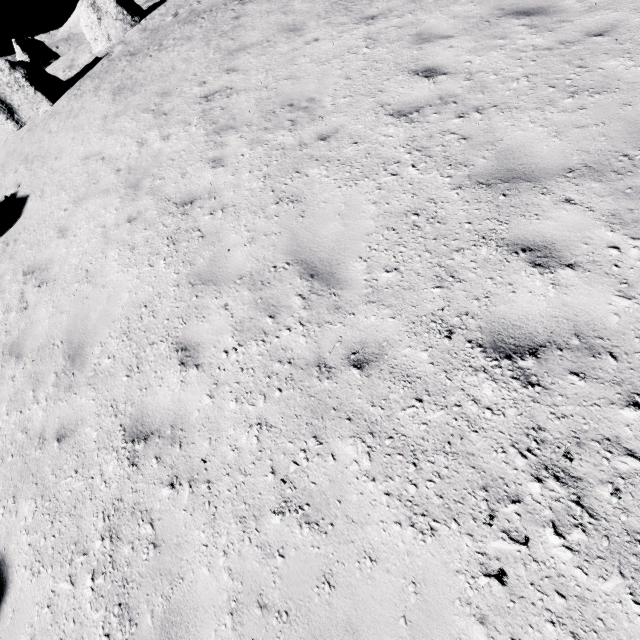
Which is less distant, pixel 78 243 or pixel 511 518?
pixel 511 518
